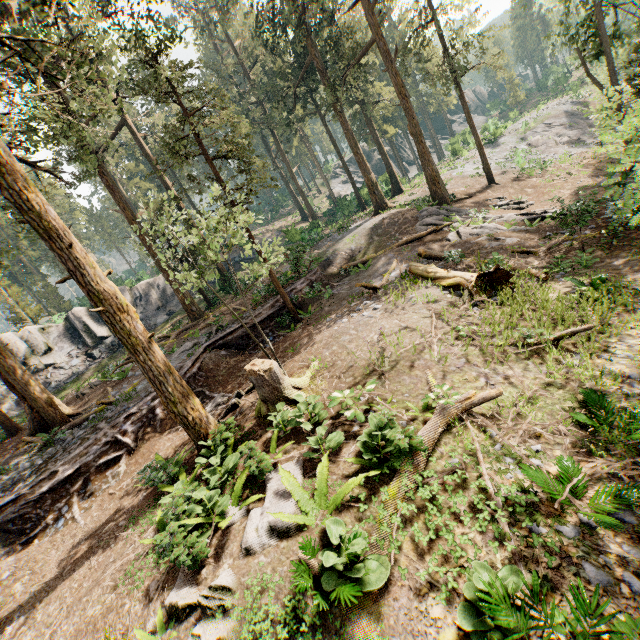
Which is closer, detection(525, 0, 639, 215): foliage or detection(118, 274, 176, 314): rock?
detection(525, 0, 639, 215): foliage

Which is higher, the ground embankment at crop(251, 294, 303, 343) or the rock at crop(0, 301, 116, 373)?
the rock at crop(0, 301, 116, 373)

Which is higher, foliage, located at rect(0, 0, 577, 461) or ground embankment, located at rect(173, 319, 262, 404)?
foliage, located at rect(0, 0, 577, 461)

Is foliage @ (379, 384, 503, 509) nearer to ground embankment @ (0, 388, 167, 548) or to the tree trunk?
ground embankment @ (0, 388, 167, 548)

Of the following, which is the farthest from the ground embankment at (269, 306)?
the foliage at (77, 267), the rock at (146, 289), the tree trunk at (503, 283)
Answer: the rock at (146, 289)

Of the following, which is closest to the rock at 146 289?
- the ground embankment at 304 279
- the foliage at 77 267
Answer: the foliage at 77 267

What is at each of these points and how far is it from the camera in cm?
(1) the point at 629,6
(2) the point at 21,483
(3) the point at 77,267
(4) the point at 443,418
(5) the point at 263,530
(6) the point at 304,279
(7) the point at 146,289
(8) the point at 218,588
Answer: (1) foliage, 3556
(2) ground embankment, 1154
(3) foliage, 800
(4) foliage, 715
(5) foliage, 566
(6) ground embankment, 2028
(7) rock, 3303
(8) foliage, 504

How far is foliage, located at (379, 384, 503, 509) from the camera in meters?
5.9 m
